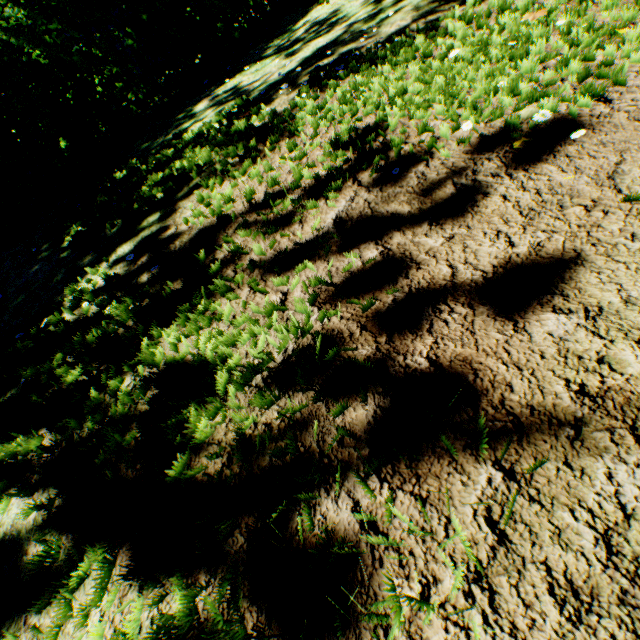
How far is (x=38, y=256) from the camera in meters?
4.1
